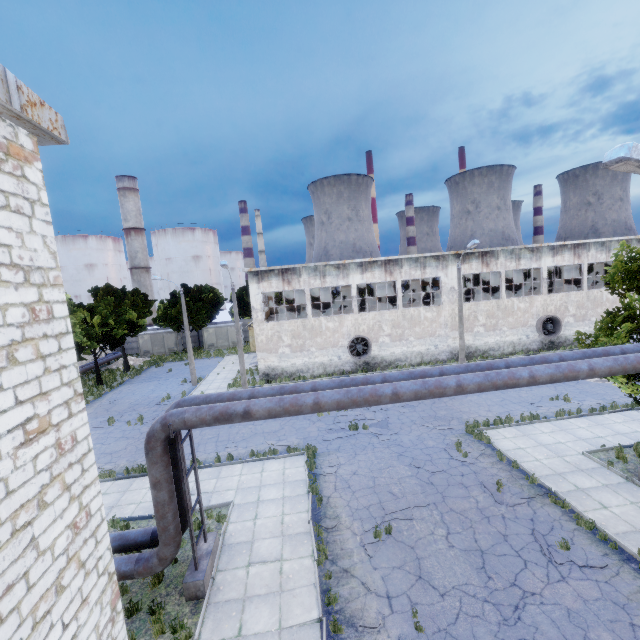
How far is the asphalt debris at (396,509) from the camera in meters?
11.2

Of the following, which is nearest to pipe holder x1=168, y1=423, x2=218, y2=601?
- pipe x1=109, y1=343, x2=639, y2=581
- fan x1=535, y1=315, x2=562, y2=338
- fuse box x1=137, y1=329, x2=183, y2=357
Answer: pipe x1=109, y1=343, x2=639, y2=581

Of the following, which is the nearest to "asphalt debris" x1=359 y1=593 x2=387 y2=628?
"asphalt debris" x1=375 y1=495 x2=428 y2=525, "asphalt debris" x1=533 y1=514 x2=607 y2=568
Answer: "asphalt debris" x1=375 y1=495 x2=428 y2=525

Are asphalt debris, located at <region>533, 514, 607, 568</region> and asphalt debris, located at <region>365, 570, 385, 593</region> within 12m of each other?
yes

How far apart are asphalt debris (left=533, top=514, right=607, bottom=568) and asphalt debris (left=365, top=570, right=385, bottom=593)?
4.8m

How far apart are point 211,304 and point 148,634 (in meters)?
43.51

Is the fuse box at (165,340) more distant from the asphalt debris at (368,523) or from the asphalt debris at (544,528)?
the asphalt debris at (544,528)

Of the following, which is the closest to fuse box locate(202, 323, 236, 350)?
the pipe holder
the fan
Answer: the fan
